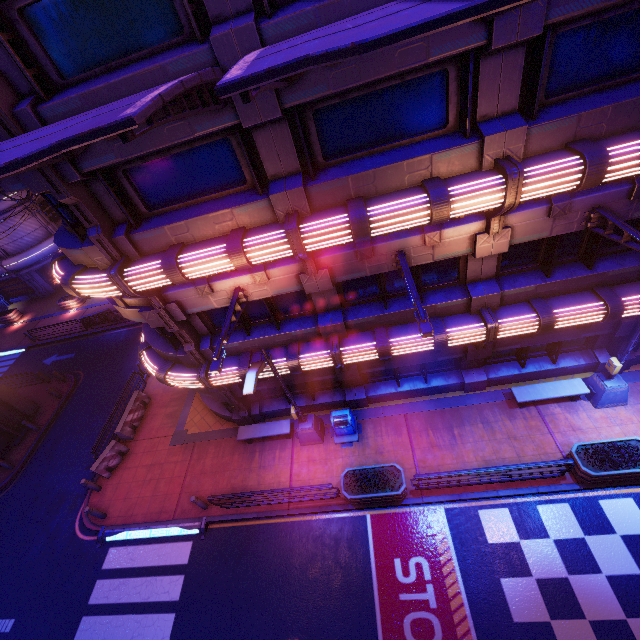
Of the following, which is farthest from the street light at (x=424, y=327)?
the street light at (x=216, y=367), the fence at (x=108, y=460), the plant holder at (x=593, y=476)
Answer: the fence at (x=108, y=460)

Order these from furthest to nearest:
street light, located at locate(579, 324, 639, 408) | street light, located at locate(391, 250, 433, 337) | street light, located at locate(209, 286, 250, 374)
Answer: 1. street light, located at locate(579, 324, 639, 408)
2. street light, located at locate(209, 286, 250, 374)
3. street light, located at locate(391, 250, 433, 337)

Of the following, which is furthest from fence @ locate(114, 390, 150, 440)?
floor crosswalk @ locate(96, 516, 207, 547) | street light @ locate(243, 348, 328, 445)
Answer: street light @ locate(243, 348, 328, 445)

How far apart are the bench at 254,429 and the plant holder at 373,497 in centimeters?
293cm

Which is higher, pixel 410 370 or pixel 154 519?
pixel 410 370

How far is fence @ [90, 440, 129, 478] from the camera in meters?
15.0

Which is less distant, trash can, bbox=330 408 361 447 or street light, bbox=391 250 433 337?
street light, bbox=391 250 433 337

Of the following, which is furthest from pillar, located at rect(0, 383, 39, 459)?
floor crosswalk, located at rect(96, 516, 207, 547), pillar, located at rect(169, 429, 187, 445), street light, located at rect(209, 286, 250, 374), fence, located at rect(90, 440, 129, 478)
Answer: street light, located at rect(209, 286, 250, 374)
